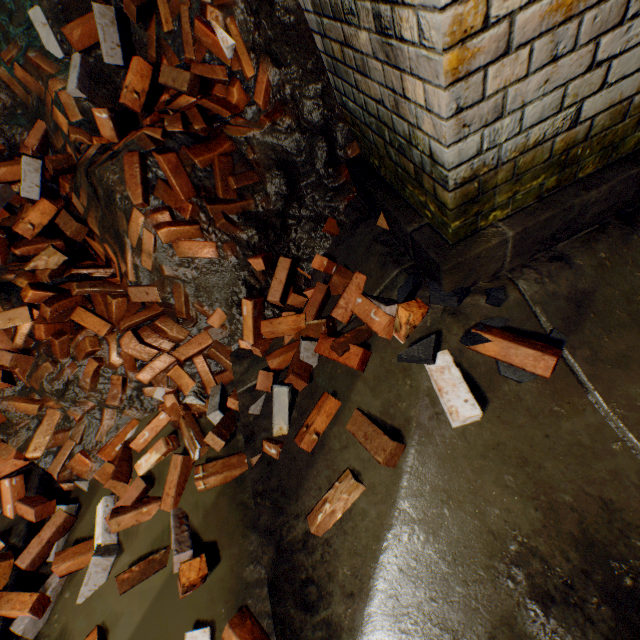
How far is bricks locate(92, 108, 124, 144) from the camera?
2.26m

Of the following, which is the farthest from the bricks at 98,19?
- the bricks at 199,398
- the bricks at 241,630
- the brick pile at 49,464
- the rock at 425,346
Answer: the bricks at 241,630

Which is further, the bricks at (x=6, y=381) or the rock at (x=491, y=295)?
the bricks at (x=6, y=381)

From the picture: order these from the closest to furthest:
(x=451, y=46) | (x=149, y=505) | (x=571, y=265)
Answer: (x=451, y=46), (x=571, y=265), (x=149, y=505)

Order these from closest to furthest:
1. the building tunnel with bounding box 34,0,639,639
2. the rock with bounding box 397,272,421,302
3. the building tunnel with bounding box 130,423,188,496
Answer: the building tunnel with bounding box 34,0,639,639
the rock with bounding box 397,272,421,302
the building tunnel with bounding box 130,423,188,496

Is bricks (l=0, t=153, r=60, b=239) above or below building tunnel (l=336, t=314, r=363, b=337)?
above

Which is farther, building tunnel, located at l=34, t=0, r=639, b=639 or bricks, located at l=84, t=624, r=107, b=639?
bricks, located at l=84, t=624, r=107, b=639

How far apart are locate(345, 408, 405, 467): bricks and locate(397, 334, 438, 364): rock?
0.16m
